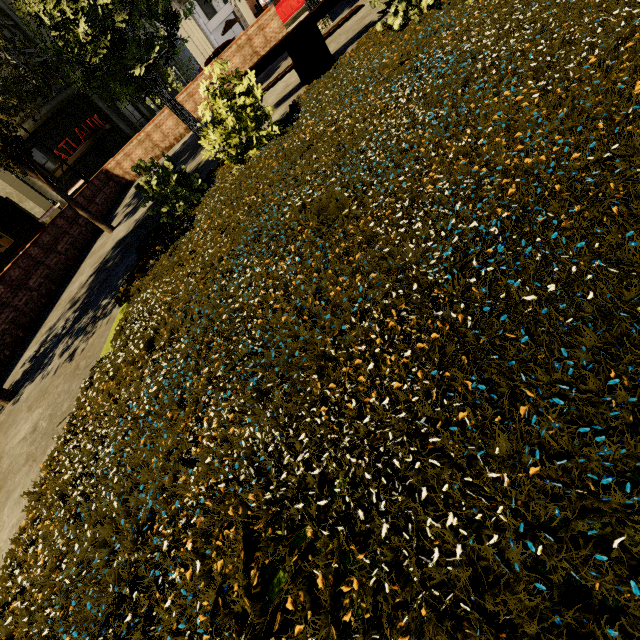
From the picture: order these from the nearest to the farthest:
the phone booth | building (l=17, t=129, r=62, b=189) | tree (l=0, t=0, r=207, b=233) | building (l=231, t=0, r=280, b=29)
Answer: tree (l=0, t=0, r=207, b=233) → the phone booth → building (l=231, t=0, r=280, b=29) → building (l=17, t=129, r=62, b=189)

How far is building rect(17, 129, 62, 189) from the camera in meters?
25.3 m

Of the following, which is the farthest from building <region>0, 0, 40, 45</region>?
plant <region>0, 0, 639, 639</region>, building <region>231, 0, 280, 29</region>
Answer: plant <region>0, 0, 639, 639</region>

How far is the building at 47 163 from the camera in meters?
25.3

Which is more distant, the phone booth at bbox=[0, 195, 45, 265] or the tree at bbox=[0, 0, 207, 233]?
the phone booth at bbox=[0, 195, 45, 265]

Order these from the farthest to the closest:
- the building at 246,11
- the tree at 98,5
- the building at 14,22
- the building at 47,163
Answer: the building at 14,22 < the building at 47,163 < the building at 246,11 < the tree at 98,5

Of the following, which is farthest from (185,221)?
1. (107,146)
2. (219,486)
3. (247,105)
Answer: (107,146)

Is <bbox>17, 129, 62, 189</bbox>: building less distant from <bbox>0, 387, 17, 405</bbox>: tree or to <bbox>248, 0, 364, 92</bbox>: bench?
<bbox>0, 387, 17, 405</bbox>: tree
